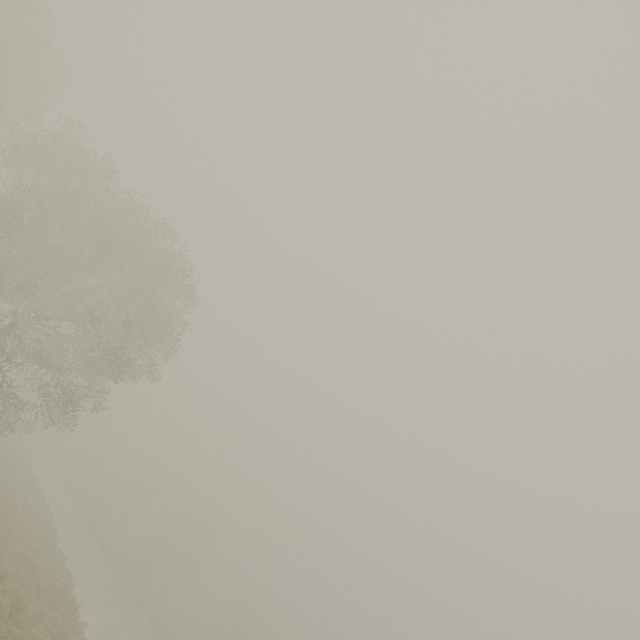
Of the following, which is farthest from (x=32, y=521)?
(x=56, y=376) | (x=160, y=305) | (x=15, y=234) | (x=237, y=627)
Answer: (x=237, y=627)
